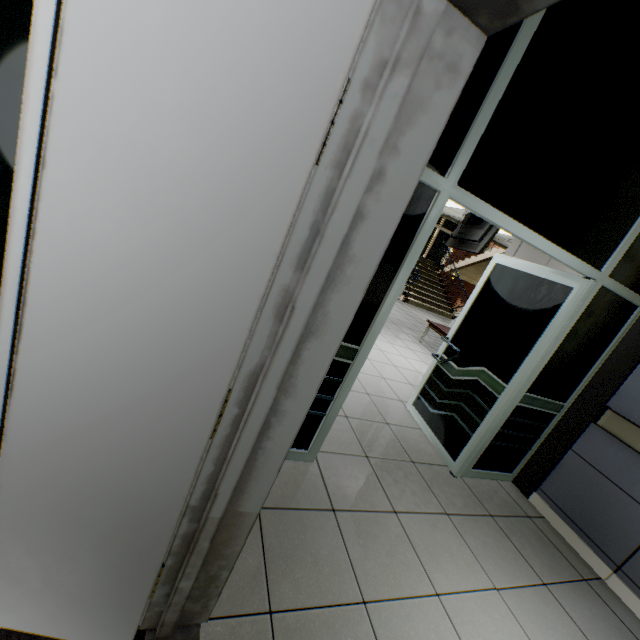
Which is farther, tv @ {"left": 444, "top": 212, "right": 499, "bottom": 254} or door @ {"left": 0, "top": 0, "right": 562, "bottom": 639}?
tv @ {"left": 444, "top": 212, "right": 499, "bottom": 254}

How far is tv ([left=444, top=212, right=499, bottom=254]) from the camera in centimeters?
494cm

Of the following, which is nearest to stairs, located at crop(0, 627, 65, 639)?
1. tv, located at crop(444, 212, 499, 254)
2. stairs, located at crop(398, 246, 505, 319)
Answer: tv, located at crop(444, 212, 499, 254)

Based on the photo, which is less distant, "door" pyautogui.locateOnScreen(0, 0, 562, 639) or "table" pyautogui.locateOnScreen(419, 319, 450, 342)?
"door" pyautogui.locateOnScreen(0, 0, 562, 639)

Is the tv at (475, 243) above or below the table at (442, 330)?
above

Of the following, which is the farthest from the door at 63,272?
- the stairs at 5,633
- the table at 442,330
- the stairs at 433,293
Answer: the stairs at 433,293

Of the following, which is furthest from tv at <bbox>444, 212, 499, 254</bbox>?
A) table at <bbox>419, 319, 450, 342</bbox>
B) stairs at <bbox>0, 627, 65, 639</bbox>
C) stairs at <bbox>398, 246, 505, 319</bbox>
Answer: stairs at <bbox>398, 246, 505, 319</bbox>

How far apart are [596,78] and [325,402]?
2.45m
